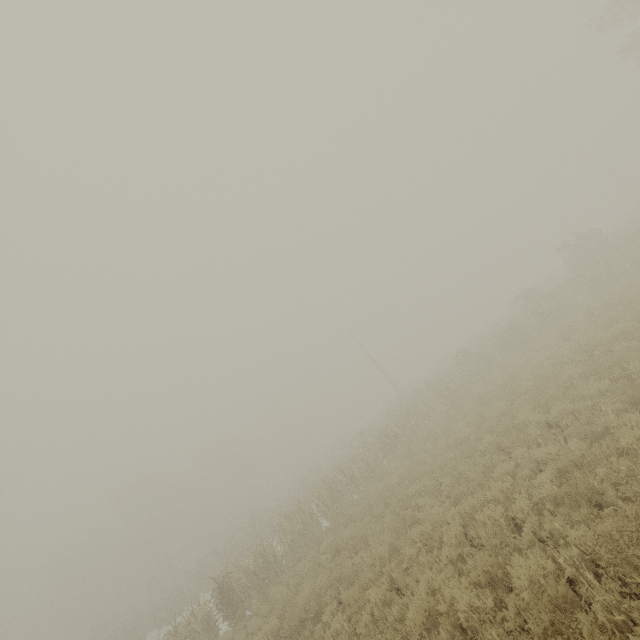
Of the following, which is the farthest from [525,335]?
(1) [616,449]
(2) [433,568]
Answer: (2) [433,568]
